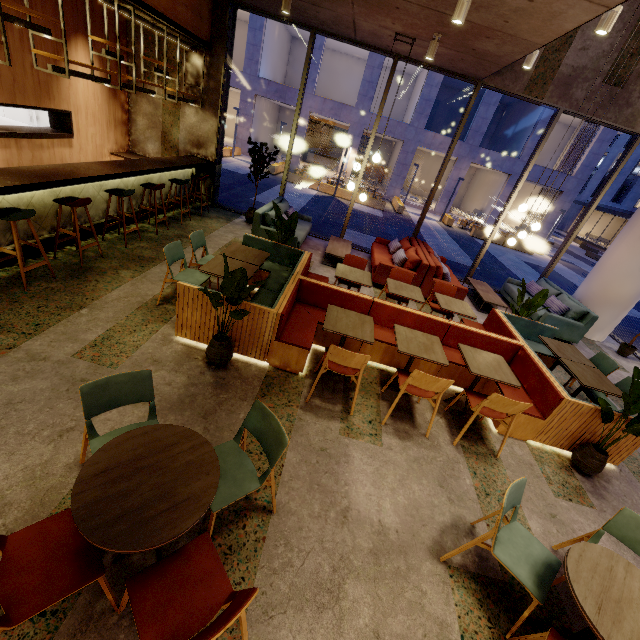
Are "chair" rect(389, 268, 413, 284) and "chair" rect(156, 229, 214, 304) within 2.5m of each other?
no

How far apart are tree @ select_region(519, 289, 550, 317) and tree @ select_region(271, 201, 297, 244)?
4.2m

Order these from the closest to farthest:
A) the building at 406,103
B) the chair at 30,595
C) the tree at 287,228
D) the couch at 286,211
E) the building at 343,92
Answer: the chair at 30,595
the tree at 287,228
the couch at 286,211
the building at 343,92
the building at 406,103

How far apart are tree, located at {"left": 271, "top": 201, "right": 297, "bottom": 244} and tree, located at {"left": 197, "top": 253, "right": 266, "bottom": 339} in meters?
2.2 m

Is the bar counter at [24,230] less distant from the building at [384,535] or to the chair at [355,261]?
the building at [384,535]

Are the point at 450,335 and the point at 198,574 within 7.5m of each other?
yes

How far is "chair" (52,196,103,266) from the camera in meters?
4.6

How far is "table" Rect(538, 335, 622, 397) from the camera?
4.4 meters
